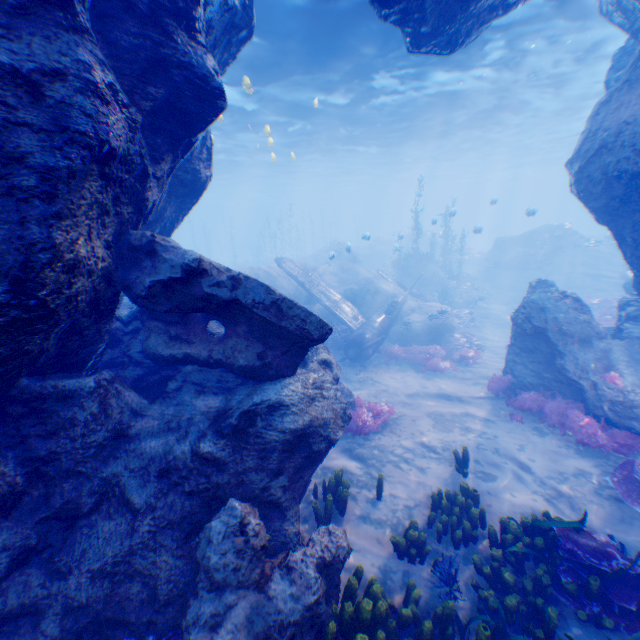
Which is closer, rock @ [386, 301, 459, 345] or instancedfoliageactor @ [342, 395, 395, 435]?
instancedfoliageactor @ [342, 395, 395, 435]

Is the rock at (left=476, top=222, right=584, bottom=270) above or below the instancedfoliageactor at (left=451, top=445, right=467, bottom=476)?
above

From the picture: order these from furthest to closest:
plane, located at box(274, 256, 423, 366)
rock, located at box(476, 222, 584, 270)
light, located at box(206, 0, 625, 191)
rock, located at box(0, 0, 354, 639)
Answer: rock, located at box(476, 222, 584, 270), plane, located at box(274, 256, 423, 366), light, located at box(206, 0, 625, 191), rock, located at box(0, 0, 354, 639)

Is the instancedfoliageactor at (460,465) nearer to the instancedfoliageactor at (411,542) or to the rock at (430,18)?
the instancedfoliageactor at (411,542)

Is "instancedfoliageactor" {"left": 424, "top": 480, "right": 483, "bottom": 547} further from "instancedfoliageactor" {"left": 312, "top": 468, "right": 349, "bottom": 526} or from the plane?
the plane

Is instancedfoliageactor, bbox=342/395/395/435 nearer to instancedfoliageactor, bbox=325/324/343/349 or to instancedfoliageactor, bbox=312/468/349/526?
instancedfoliageactor, bbox=312/468/349/526

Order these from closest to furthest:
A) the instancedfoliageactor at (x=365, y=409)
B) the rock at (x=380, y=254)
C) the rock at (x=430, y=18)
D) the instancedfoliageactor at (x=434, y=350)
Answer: the rock at (x=430, y=18)
the instancedfoliageactor at (x=365, y=409)
the instancedfoliageactor at (x=434, y=350)
the rock at (x=380, y=254)

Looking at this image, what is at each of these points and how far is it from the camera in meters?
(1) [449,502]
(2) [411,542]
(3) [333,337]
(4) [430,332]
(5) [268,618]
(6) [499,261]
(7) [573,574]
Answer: (1) instancedfoliageactor, 6.4
(2) instancedfoliageactor, 5.5
(3) instancedfoliageactor, 16.1
(4) rock, 17.0
(5) rock, 3.7
(6) rock, 29.8
(7) instancedfoliageactor, 4.8
